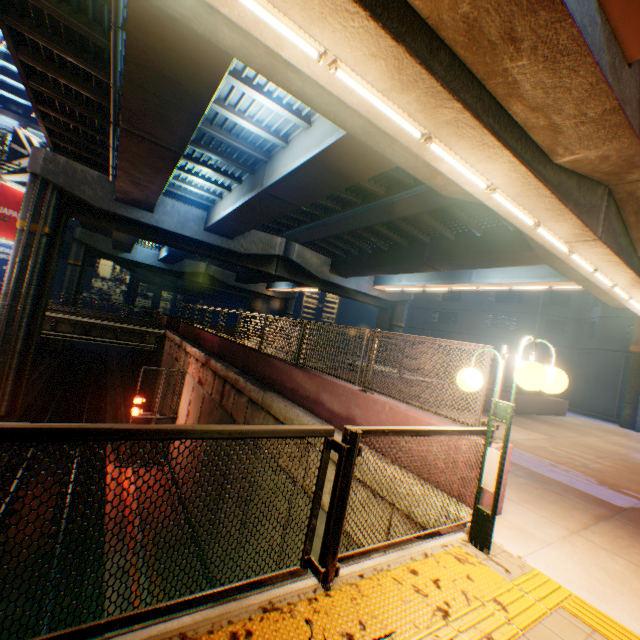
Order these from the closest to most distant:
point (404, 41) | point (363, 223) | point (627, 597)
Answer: point (627, 597), point (404, 41), point (363, 223)

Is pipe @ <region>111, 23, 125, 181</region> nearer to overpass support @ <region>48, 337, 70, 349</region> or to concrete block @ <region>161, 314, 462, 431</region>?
overpass support @ <region>48, 337, 70, 349</region>

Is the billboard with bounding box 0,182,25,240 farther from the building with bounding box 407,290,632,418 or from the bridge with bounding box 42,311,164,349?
the building with bounding box 407,290,632,418

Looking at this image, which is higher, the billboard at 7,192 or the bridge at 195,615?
the billboard at 7,192

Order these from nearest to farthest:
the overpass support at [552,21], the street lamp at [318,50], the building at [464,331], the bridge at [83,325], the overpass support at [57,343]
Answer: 1. the street lamp at [318,50]
2. the overpass support at [552,21]
3. the bridge at [83,325]
4. the building at [464,331]
5. the overpass support at [57,343]

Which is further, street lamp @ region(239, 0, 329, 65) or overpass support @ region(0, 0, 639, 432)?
overpass support @ region(0, 0, 639, 432)

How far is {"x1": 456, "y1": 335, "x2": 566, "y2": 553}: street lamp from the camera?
3.03m

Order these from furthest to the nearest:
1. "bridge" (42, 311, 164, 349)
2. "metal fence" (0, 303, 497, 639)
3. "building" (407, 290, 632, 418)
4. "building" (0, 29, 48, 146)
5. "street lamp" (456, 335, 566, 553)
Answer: "building" (0, 29, 48, 146) < "building" (407, 290, 632, 418) < "bridge" (42, 311, 164, 349) < "street lamp" (456, 335, 566, 553) < "metal fence" (0, 303, 497, 639)
